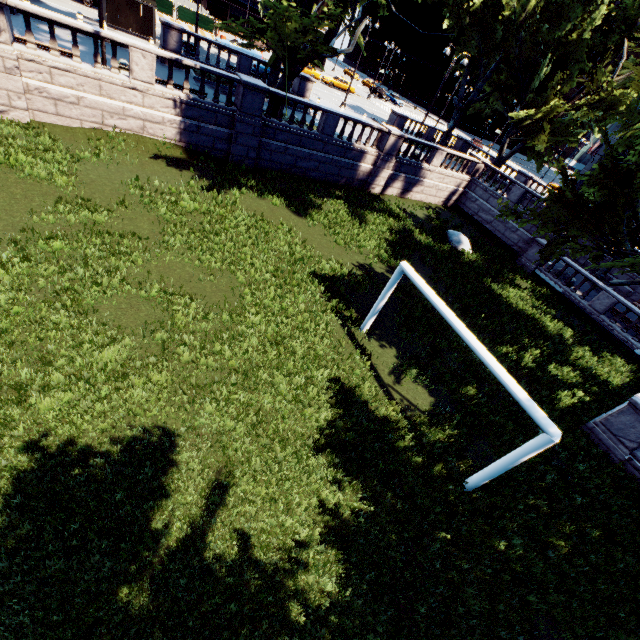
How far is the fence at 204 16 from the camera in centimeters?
3406cm

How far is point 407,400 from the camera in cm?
1005

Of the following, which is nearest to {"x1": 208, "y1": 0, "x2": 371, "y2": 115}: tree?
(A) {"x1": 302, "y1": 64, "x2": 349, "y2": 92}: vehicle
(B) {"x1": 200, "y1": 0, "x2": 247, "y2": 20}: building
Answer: (B) {"x1": 200, "y1": 0, "x2": 247, "y2": 20}: building

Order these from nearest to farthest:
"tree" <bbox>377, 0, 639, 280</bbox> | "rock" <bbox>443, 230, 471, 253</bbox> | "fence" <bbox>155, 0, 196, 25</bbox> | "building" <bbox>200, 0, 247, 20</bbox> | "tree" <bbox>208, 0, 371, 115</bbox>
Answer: "tree" <bbox>377, 0, 639, 280</bbox> → "tree" <bbox>208, 0, 371, 115</bbox> → "rock" <bbox>443, 230, 471, 253</bbox> → "fence" <bbox>155, 0, 196, 25</bbox> → "building" <bbox>200, 0, 247, 20</bbox>

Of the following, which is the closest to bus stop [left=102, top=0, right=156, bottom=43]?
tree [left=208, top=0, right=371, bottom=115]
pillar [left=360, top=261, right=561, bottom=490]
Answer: tree [left=208, top=0, right=371, bottom=115]

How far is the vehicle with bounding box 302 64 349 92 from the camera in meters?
43.0 m

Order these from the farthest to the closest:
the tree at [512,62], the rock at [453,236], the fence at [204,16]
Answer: the fence at [204,16] → the rock at [453,236] → the tree at [512,62]

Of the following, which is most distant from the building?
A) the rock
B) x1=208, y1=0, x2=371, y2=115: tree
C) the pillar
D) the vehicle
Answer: the pillar
